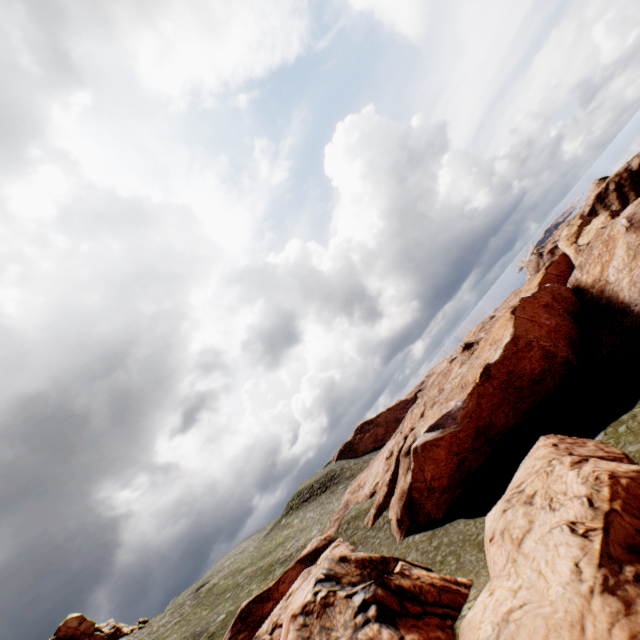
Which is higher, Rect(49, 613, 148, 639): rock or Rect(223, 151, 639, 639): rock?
Rect(49, 613, 148, 639): rock

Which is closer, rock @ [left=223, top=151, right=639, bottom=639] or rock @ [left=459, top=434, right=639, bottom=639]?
rock @ [left=459, top=434, right=639, bottom=639]

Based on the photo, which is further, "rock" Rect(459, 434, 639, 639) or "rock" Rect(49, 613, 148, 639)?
"rock" Rect(49, 613, 148, 639)

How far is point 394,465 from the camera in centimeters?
3909cm

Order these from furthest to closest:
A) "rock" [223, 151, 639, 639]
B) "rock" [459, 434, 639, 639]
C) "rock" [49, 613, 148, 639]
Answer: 1. "rock" [49, 613, 148, 639]
2. "rock" [223, 151, 639, 639]
3. "rock" [459, 434, 639, 639]

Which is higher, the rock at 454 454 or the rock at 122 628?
the rock at 122 628

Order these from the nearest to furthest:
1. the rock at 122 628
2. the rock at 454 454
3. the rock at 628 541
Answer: the rock at 628 541
the rock at 454 454
the rock at 122 628
